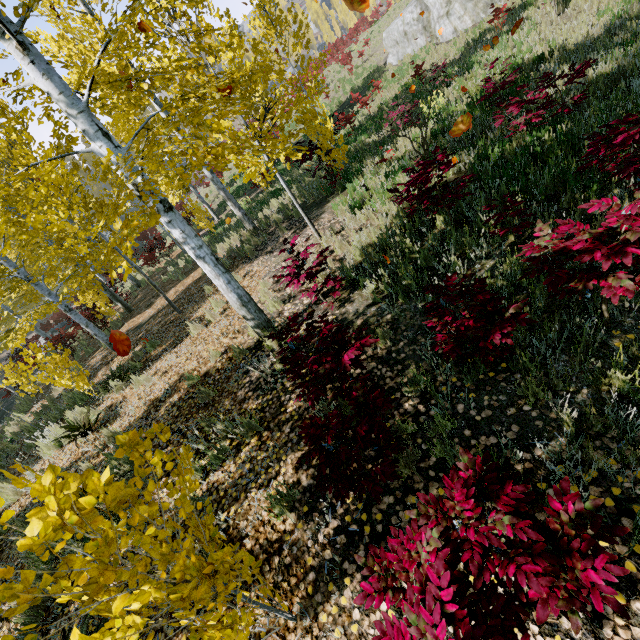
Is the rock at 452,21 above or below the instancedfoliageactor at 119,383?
above

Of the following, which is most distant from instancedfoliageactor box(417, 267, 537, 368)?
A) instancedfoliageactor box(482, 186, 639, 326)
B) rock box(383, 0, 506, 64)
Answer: rock box(383, 0, 506, 64)

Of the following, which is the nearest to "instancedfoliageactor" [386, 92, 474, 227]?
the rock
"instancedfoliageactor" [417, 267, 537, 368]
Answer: "instancedfoliageactor" [417, 267, 537, 368]

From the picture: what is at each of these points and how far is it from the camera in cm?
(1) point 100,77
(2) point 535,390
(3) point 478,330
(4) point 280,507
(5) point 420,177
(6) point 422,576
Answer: (1) instancedfoliageactor, 786
(2) instancedfoliageactor, 274
(3) instancedfoliageactor, 253
(4) instancedfoliageactor, 304
(5) instancedfoliageactor, 495
(6) instancedfoliageactor, 170

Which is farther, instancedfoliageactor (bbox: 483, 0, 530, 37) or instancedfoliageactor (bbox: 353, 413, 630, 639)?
instancedfoliageactor (bbox: 483, 0, 530, 37)

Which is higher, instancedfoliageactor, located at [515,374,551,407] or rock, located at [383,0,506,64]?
rock, located at [383,0,506,64]

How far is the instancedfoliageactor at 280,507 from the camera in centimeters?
295cm
